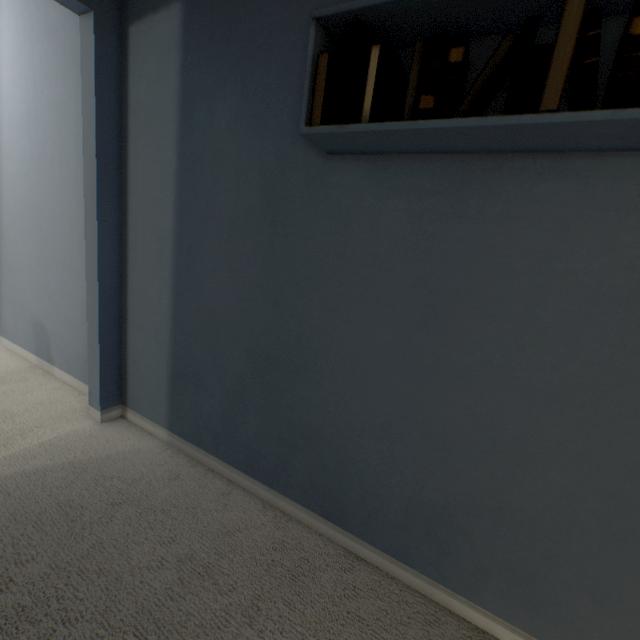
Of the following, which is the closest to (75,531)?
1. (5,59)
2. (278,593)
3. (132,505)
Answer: (132,505)

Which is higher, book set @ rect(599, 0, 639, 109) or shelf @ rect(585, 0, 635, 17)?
shelf @ rect(585, 0, 635, 17)

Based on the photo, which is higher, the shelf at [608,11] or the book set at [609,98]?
the shelf at [608,11]
